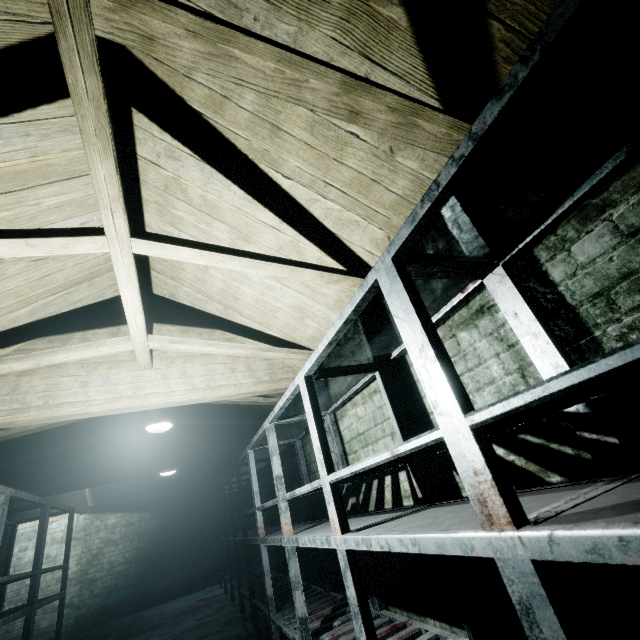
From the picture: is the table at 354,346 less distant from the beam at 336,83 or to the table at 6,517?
the beam at 336,83

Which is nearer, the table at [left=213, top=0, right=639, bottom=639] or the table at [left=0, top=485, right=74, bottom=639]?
the table at [left=213, top=0, right=639, bottom=639]

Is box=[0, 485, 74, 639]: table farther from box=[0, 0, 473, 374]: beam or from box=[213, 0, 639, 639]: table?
box=[213, 0, 639, 639]: table

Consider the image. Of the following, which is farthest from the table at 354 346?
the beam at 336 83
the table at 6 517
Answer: the table at 6 517

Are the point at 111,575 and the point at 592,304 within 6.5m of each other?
no

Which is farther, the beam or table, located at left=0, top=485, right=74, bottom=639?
table, located at left=0, top=485, right=74, bottom=639

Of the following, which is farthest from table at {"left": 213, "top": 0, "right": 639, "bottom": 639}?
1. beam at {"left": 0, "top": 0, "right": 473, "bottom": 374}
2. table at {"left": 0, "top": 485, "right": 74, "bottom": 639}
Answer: table at {"left": 0, "top": 485, "right": 74, "bottom": 639}
